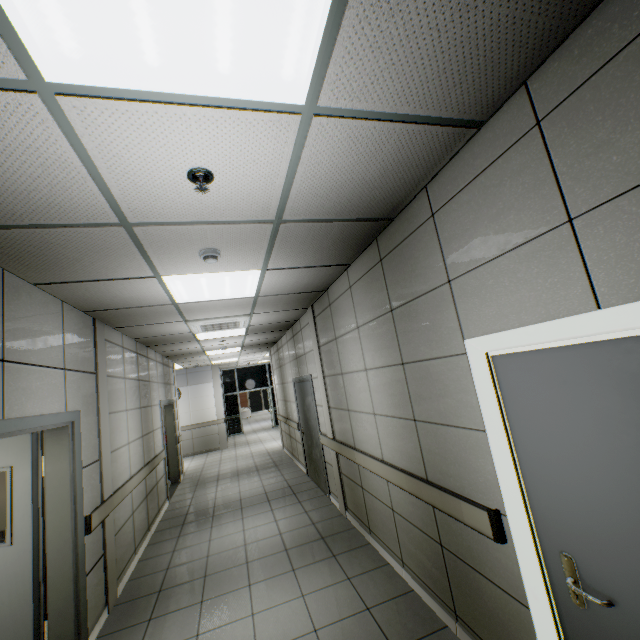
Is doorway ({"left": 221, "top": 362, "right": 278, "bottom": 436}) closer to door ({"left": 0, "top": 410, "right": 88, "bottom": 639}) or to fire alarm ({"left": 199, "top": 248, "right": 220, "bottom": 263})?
door ({"left": 0, "top": 410, "right": 88, "bottom": 639})

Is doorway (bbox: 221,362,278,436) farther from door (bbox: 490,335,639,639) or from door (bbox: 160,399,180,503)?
door (bbox: 490,335,639,639)

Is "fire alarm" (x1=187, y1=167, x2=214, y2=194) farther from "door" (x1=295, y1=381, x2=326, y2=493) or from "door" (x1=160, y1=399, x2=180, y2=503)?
"door" (x1=160, y1=399, x2=180, y2=503)

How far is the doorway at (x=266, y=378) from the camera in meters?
15.8

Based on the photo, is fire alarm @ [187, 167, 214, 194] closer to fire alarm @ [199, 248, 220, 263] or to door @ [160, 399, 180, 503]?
fire alarm @ [199, 248, 220, 263]

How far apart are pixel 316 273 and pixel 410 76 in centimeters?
246cm

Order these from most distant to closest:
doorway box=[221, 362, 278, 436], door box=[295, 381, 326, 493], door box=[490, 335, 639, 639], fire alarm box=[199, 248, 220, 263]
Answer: doorway box=[221, 362, 278, 436] → door box=[295, 381, 326, 493] → fire alarm box=[199, 248, 220, 263] → door box=[490, 335, 639, 639]

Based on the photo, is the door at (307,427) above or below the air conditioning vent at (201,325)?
below
